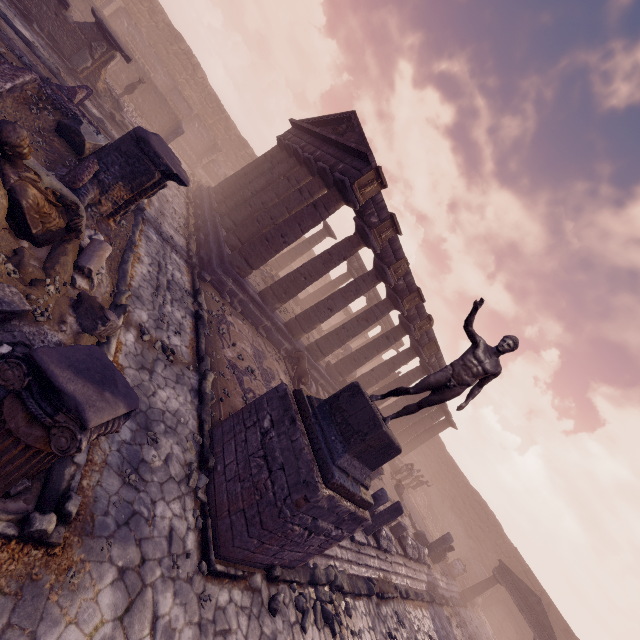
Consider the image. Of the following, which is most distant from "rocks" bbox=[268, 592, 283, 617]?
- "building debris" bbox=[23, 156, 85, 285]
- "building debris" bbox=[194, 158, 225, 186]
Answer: "building debris" bbox=[194, 158, 225, 186]

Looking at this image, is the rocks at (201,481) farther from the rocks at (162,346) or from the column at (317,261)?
the column at (317,261)

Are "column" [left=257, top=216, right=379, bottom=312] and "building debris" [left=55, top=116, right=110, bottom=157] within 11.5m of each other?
yes

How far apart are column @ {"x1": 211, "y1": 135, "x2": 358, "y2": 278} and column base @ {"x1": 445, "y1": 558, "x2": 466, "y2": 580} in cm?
2450

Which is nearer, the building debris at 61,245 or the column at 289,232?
the building debris at 61,245

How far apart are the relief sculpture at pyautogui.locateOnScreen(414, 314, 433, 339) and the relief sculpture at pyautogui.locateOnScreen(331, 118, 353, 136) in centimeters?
999cm

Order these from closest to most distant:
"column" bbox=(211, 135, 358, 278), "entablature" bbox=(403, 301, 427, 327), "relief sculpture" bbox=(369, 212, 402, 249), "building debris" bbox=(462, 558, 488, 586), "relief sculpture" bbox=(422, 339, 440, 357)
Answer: "column" bbox=(211, 135, 358, 278), "relief sculpture" bbox=(369, 212, 402, 249), "entablature" bbox=(403, 301, 427, 327), "relief sculpture" bbox=(422, 339, 440, 357), "building debris" bbox=(462, 558, 488, 586)

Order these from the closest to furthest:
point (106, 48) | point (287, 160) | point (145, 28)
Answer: point (106, 48), point (287, 160), point (145, 28)
